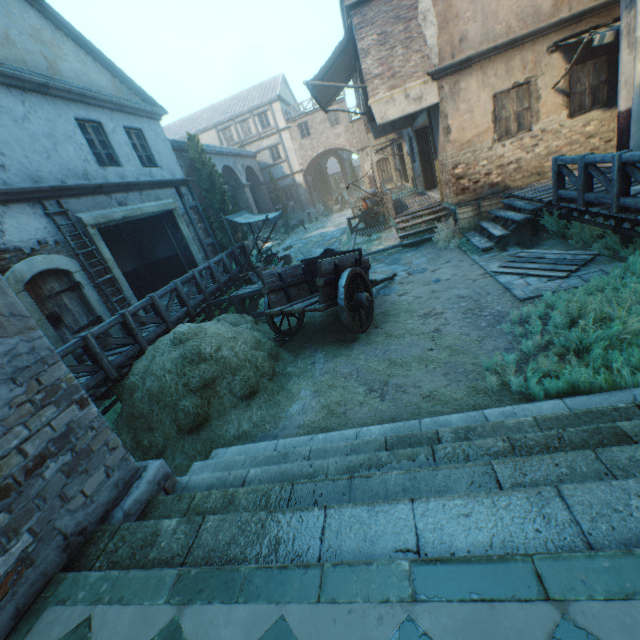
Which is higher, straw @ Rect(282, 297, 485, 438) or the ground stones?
the ground stones

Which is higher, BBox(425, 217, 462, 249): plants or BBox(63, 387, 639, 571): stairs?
BBox(63, 387, 639, 571): stairs

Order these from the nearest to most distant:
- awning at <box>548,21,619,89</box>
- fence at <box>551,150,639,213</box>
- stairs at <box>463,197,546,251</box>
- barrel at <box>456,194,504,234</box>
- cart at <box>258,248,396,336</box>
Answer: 1. fence at <box>551,150,639,213</box>
2. cart at <box>258,248,396,336</box>
3. awning at <box>548,21,619,89</box>
4. stairs at <box>463,197,546,251</box>
5. barrel at <box>456,194,504,234</box>

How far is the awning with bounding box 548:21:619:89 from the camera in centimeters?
754cm

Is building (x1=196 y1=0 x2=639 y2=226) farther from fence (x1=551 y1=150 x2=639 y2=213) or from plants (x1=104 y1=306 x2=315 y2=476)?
fence (x1=551 y1=150 x2=639 y2=213)

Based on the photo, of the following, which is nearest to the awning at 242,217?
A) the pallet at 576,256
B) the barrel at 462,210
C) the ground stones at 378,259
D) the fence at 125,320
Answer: the fence at 125,320

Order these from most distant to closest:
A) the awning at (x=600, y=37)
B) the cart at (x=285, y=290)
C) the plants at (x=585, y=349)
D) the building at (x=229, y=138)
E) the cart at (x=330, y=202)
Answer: the cart at (x=330, y=202)
the building at (x=229, y=138)
the awning at (x=600, y=37)
the cart at (x=285, y=290)
the plants at (x=585, y=349)

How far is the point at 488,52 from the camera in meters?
9.1 m
